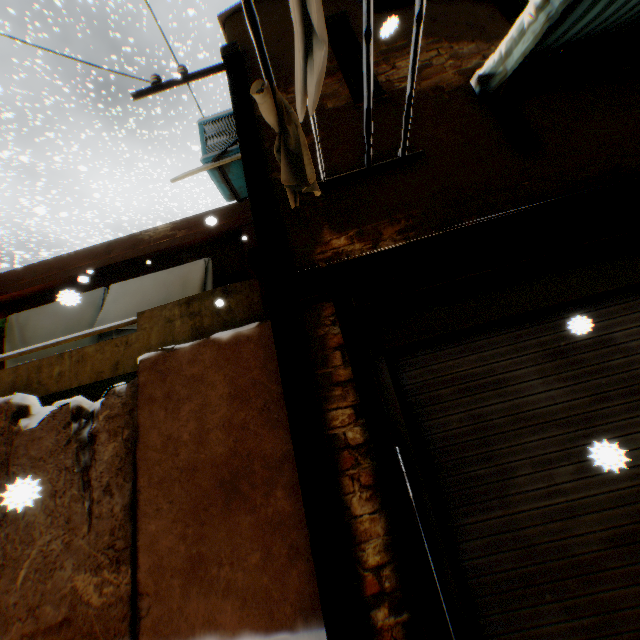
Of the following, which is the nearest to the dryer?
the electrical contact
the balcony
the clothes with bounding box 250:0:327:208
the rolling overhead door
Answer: the clothes with bounding box 250:0:327:208

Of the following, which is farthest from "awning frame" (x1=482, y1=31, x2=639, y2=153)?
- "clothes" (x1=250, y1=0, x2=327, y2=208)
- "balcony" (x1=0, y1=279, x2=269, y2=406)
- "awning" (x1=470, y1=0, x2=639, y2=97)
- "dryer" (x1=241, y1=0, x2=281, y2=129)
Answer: "balcony" (x1=0, y1=279, x2=269, y2=406)

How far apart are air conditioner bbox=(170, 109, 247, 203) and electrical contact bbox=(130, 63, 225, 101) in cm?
97

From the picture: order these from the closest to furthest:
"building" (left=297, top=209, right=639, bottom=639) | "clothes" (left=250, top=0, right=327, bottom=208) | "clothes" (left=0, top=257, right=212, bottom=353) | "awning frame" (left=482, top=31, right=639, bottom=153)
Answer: "clothes" (left=250, top=0, right=327, bottom=208) → "building" (left=297, top=209, right=639, bottom=639) → "awning frame" (left=482, top=31, right=639, bottom=153) → "clothes" (left=0, top=257, right=212, bottom=353)

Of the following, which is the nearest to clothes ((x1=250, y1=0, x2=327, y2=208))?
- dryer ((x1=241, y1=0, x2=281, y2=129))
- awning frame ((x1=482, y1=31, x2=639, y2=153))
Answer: dryer ((x1=241, y1=0, x2=281, y2=129))

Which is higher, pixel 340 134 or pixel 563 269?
pixel 340 134

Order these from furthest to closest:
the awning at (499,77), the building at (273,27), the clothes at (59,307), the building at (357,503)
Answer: the clothes at (59,307) → the building at (273,27) → the awning at (499,77) → the building at (357,503)

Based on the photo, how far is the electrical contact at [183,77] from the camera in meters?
5.0
